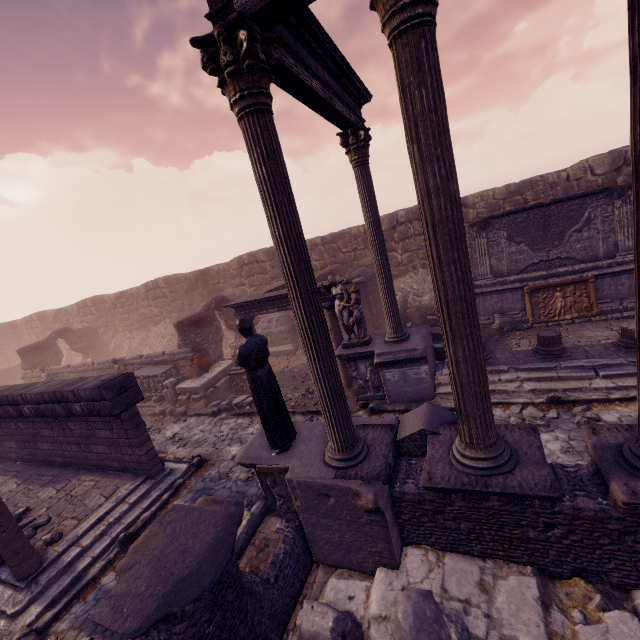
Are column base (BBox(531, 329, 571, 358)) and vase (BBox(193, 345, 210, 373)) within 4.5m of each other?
no

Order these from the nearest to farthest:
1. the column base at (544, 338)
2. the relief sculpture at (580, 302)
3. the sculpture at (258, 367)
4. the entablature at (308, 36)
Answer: the entablature at (308, 36) < the sculpture at (258, 367) < the column base at (544, 338) < the relief sculpture at (580, 302)

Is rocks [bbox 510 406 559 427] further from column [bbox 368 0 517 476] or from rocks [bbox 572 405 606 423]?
column [bbox 368 0 517 476]

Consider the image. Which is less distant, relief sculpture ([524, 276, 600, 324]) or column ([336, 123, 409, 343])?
column ([336, 123, 409, 343])

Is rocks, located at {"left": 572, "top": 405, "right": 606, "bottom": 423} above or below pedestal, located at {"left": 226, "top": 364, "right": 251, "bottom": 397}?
below

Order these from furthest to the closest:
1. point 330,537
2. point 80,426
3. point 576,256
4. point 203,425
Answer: point 203,425 < point 576,256 < point 80,426 < point 330,537

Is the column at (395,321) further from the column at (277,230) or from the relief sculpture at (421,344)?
the column at (277,230)

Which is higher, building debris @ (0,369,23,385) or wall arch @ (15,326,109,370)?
wall arch @ (15,326,109,370)
